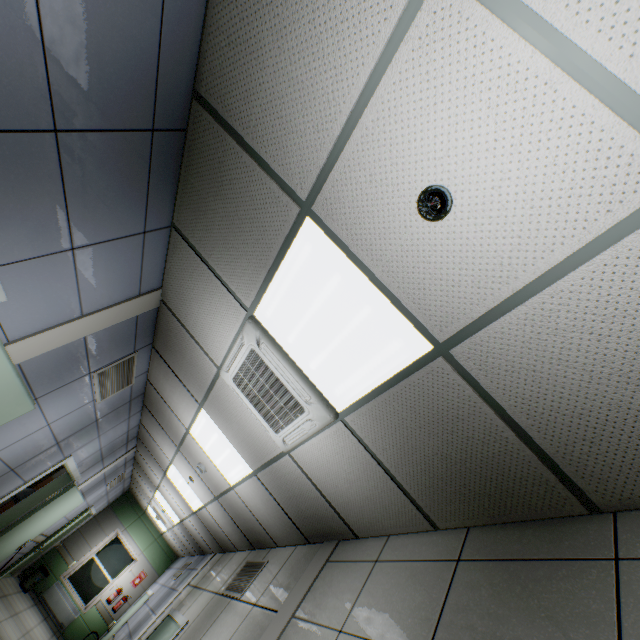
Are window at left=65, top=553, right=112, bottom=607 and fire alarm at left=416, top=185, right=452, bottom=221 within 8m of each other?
no

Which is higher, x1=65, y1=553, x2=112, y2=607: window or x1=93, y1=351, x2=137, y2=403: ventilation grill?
x1=93, y1=351, x2=137, y2=403: ventilation grill

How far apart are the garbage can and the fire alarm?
14.2m

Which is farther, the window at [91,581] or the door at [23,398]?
the window at [91,581]

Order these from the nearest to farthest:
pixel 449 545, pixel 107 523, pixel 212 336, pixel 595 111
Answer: pixel 595 111, pixel 449 545, pixel 212 336, pixel 107 523

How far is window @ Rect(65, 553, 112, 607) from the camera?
10.0m

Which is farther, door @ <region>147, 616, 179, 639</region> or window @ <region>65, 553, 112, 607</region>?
window @ <region>65, 553, 112, 607</region>

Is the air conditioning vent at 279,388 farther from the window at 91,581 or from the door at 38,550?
the window at 91,581
